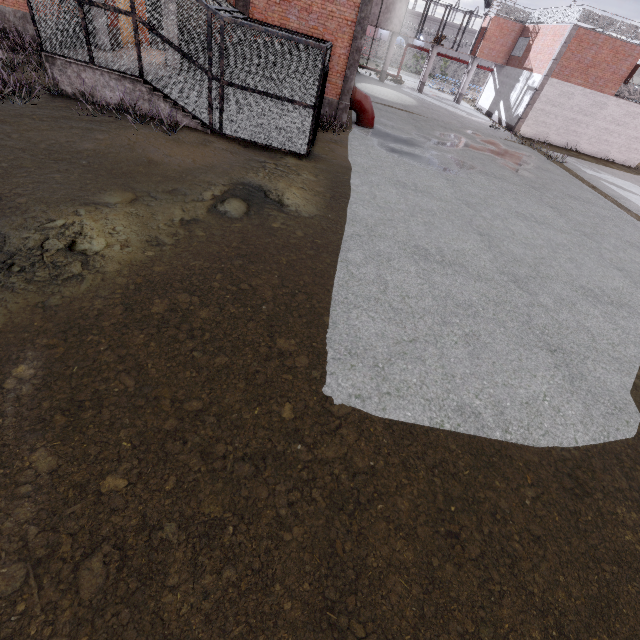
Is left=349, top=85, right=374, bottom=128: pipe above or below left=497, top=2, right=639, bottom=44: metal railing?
below

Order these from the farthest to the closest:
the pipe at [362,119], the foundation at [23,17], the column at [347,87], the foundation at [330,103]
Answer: the pipe at [362,119]
the foundation at [330,103]
the foundation at [23,17]
the column at [347,87]

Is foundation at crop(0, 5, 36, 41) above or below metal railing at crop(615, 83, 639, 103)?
below

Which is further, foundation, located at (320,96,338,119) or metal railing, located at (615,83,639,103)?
metal railing, located at (615,83,639,103)

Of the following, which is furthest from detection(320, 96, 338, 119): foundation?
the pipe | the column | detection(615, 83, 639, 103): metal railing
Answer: detection(615, 83, 639, 103): metal railing

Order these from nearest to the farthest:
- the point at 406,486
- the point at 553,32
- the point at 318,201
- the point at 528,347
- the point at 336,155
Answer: the point at 406,486 < the point at 528,347 < the point at 318,201 < the point at 336,155 < the point at 553,32

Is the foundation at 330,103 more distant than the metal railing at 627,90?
No

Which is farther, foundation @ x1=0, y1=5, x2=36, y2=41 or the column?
foundation @ x1=0, y1=5, x2=36, y2=41
